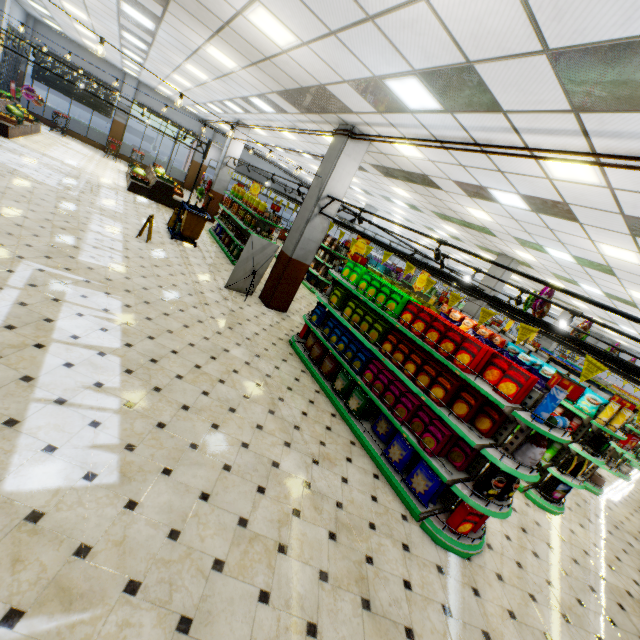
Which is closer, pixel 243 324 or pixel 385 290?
pixel 385 290

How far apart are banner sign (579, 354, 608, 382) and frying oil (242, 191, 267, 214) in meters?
10.4 m

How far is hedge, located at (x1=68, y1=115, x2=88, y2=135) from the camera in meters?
20.3

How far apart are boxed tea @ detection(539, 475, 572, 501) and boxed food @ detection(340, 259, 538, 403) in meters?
3.9 m

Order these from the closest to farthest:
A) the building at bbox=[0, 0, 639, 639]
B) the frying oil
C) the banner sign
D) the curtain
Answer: the building at bbox=[0, 0, 639, 639]
the banner sign
the frying oil
the curtain

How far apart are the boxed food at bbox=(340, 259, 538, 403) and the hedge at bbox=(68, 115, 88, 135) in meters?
25.0

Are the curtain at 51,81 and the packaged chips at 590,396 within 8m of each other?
no

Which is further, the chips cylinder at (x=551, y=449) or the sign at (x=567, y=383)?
the chips cylinder at (x=551, y=449)
